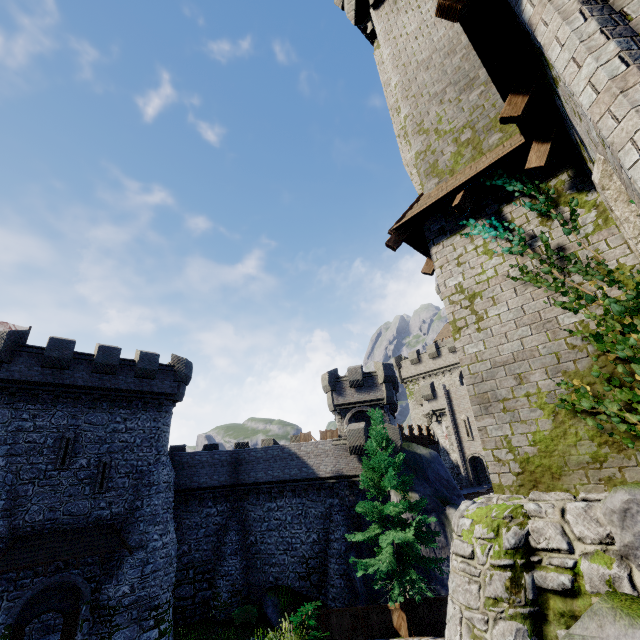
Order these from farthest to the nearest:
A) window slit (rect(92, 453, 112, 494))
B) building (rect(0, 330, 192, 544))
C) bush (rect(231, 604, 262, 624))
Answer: bush (rect(231, 604, 262, 624)) → window slit (rect(92, 453, 112, 494)) → building (rect(0, 330, 192, 544))

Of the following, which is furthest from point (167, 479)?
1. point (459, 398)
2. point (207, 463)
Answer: point (459, 398)

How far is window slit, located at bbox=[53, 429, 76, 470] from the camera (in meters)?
18.47

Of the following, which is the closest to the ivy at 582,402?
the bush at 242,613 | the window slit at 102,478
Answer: the window slit at 102,478

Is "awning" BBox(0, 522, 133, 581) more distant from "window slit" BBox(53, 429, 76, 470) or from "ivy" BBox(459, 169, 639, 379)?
"ivy" BBox(459, 169, 639, 379)

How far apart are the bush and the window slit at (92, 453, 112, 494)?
11.07m

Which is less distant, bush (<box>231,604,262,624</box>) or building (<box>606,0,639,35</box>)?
building (<box>606,0,639,35</box>)

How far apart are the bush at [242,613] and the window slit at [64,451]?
13.6 meters
